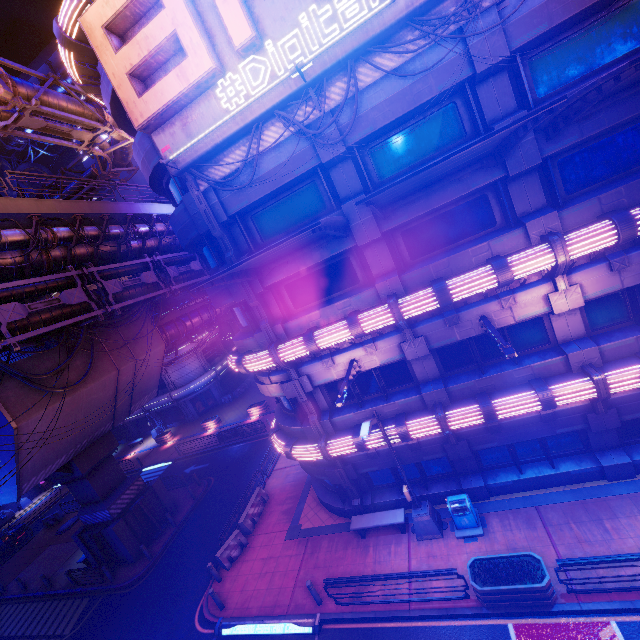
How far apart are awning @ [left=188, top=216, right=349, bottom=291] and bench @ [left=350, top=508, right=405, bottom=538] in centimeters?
1132cm

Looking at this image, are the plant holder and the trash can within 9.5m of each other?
yes

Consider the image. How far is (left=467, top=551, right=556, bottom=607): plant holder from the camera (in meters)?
9.31

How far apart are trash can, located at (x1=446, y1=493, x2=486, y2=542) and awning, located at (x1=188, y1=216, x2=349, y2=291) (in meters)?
10.90

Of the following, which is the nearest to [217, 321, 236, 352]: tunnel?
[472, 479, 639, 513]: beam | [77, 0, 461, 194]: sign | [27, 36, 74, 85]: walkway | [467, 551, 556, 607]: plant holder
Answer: [472, 479, 639, 513]: beam

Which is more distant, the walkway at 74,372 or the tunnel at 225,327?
the tunnel at 225,327

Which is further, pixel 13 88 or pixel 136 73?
pixel 13 88

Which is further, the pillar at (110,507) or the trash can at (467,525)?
the pillar at (110,507)
